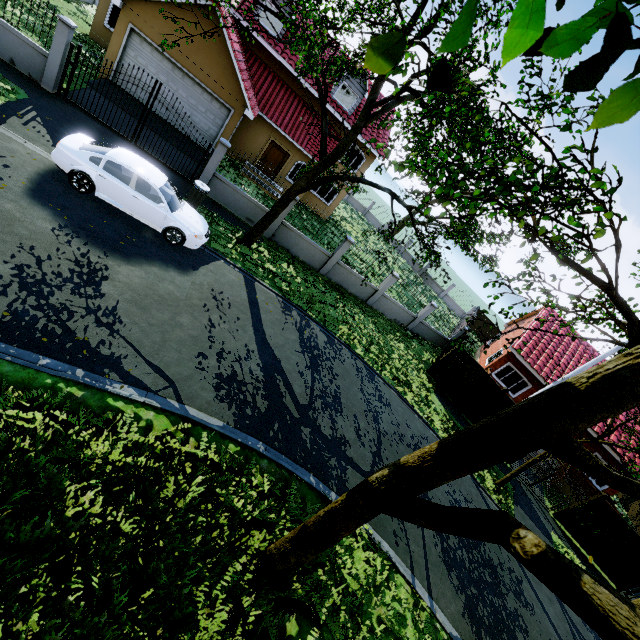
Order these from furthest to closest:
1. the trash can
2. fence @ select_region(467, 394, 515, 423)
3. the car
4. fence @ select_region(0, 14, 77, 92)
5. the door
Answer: the door
fence @ select_region(467, 394, 515, 423)
the trash can
fence @ select_region(0, 14, 77, 92)
the car

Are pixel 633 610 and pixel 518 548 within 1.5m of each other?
yes

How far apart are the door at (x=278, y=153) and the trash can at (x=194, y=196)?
9.99m

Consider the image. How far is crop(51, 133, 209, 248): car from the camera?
9.0m

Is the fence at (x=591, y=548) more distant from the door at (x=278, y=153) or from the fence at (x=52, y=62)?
the door at (x=278, y=153)

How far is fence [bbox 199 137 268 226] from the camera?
13.8m

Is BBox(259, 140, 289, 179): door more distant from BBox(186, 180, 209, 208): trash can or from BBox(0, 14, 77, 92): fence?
BBox(0, 14, 77, 92): fence

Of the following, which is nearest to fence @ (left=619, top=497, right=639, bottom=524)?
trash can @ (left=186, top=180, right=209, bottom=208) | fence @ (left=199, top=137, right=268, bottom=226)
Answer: fence @ (left=199, top=137, right=268, bottom=226)
